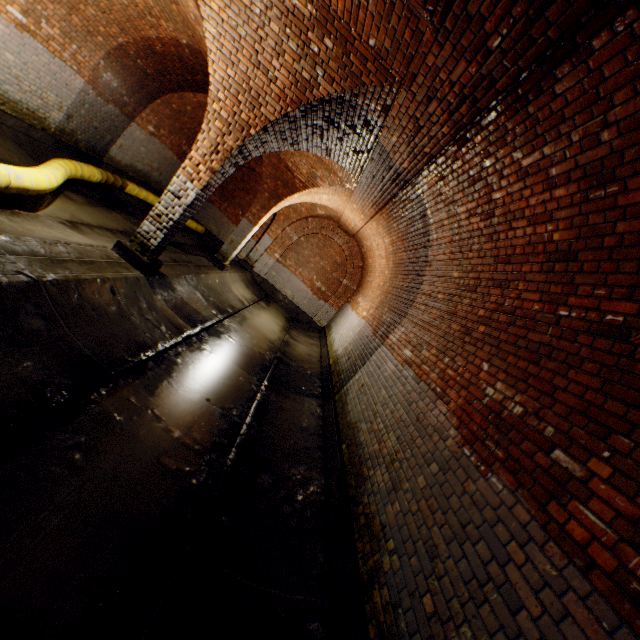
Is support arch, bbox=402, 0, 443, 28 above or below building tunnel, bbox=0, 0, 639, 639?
above

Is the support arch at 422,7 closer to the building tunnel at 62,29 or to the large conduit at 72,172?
the building tunnel at 62,29

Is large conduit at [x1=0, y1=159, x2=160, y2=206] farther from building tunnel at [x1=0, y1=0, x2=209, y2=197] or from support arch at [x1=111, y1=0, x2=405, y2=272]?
support arch at [x1=111, y1=0, x2=405, y2=272]

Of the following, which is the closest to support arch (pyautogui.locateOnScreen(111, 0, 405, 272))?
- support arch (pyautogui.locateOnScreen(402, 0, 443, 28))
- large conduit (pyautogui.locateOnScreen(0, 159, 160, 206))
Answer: support arch (pyautogui.locateOnScreen(402, 0, 443, 28))

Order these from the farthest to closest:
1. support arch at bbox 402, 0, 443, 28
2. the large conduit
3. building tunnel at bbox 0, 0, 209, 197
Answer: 1. building tunnel at bbox 0, 0, 209, 197
2. the large conduit
3. support arch at bbox 402, 0, 443, 28

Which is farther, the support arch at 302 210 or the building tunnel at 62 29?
the building tunnel at 62 29

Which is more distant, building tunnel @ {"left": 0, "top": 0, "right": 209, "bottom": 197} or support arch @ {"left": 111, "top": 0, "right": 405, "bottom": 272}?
building tunnel @ {"left": 0, "top": 0, "right": 209, "bottom": 197}

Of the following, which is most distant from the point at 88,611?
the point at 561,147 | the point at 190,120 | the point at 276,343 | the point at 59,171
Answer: the point at 190,120
